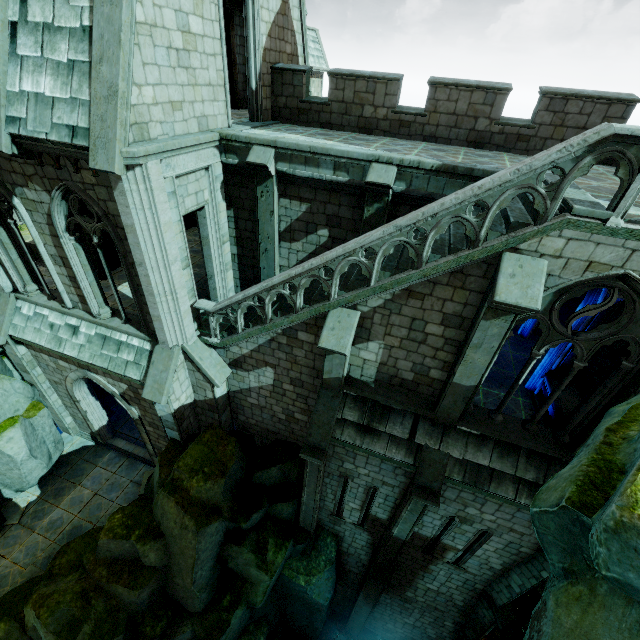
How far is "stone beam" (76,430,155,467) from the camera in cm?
1444

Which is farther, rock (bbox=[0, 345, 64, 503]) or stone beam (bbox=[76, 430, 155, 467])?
stone beam (bbox=[76, 430, 155, 467])

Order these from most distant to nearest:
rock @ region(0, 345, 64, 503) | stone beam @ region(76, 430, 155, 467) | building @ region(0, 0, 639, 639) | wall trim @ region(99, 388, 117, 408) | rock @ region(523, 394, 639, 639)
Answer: wall trim @ region(99, 388, 117, 408) < stone beam @ region(76, 430, 155, 467) < rock @ region(0, 345, 64, 503) < building @ region(0, 0, 639, 639) < rock @ region(523, 394, 639, 639)

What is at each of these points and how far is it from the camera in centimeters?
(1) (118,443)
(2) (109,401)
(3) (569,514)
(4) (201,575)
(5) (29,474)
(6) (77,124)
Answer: (1) stone beam, 1486cm
(2) wall trim, 1642cm
(3) rock, 337cm
(4) rock, 981cm
(5) rock, 1213cm
(6) building, 643cm

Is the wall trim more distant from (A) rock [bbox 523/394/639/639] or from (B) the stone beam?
(A) rock [bbox 523/394/639/639]

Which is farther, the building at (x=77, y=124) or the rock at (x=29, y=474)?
the rock at (x=29, y=474)

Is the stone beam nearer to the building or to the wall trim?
the building

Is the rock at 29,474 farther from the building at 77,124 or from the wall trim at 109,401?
the wall trim at 109,401
